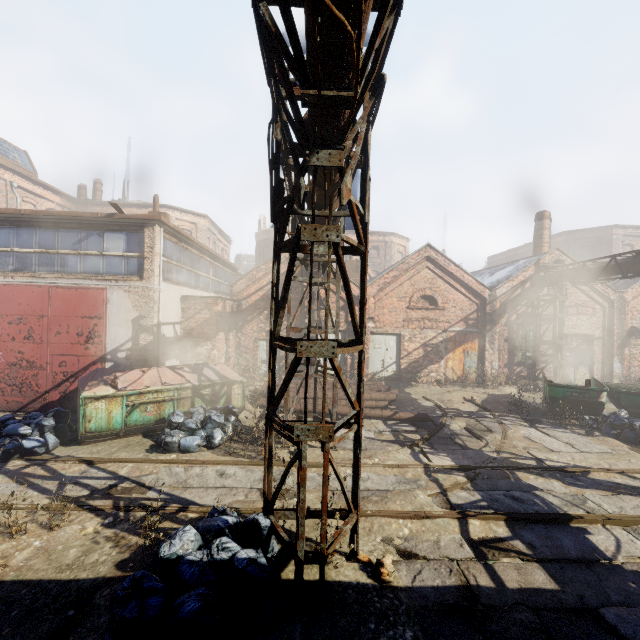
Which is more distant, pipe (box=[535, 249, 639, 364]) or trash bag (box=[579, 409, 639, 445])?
pipe (box=[535, 249, 639, 364])

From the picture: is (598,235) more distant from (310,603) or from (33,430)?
(33,430)

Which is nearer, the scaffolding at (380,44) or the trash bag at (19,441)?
the scaffolding at (380,44)

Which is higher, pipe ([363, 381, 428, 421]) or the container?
the container

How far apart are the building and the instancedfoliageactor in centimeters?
2030cm

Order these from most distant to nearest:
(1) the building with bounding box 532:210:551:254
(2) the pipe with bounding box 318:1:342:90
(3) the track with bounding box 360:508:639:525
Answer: (1) the building with bounding box 532:210:551:254
(3) the track with bounding box 360:508:639:525
(2) the pipe with bounding box 318:1:342:90

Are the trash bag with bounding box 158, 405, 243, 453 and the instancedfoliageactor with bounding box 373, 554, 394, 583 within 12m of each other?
yes

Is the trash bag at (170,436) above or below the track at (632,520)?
above
